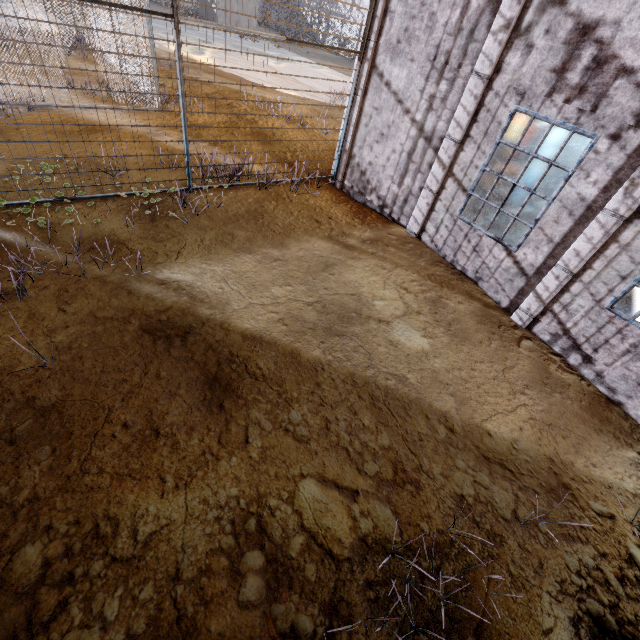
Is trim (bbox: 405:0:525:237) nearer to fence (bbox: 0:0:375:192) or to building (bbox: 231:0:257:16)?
fence (bbox: 0:0:375:192)

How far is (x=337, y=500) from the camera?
3.1m

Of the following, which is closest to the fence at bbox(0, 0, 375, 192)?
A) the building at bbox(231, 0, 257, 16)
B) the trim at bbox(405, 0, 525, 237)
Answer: the trim at bbox(405, 0, 525, 237)

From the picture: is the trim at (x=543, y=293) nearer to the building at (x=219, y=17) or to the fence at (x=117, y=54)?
the fence at (x=117, y=54)

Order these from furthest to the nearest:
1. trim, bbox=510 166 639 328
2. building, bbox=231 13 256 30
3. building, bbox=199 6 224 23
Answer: building, bbox=231 13 256 30
building, bbox=199 6 224 23
trim, bbox=510 166 639 328

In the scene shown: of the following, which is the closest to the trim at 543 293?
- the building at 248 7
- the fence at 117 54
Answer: the fence at 117 54
